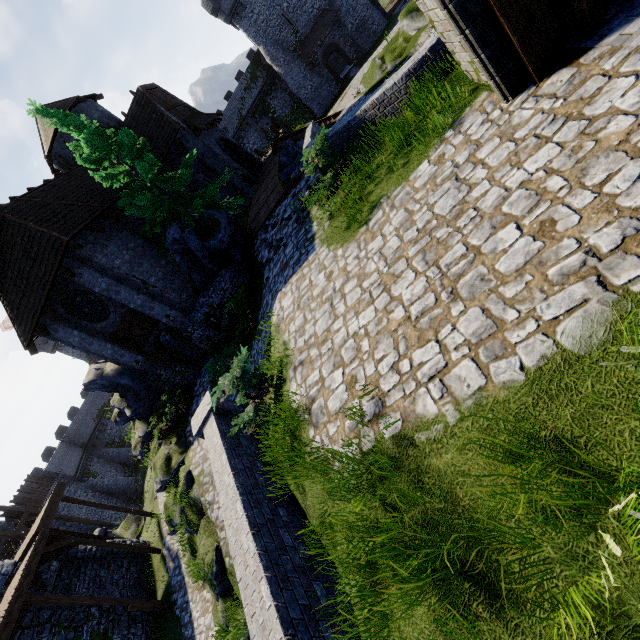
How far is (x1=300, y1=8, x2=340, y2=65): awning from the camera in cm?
3603

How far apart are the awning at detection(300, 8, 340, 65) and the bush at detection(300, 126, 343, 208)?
38.40m

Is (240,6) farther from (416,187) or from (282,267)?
(416,187)

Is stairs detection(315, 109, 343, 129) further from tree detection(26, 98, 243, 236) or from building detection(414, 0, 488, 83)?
building detection(414, 0, 488, 83)

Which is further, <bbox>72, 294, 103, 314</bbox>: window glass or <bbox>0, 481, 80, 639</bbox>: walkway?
<bbox>72, 294, 103, 314</bbox>: window glass

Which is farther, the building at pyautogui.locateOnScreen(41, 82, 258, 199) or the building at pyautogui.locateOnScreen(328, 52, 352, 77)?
the building at pyautogui.locateOnScreen(328, 52, 352, 77)

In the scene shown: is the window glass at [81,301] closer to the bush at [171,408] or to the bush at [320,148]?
the bush at [171,408]

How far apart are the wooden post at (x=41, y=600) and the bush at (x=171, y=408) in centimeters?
586cm
